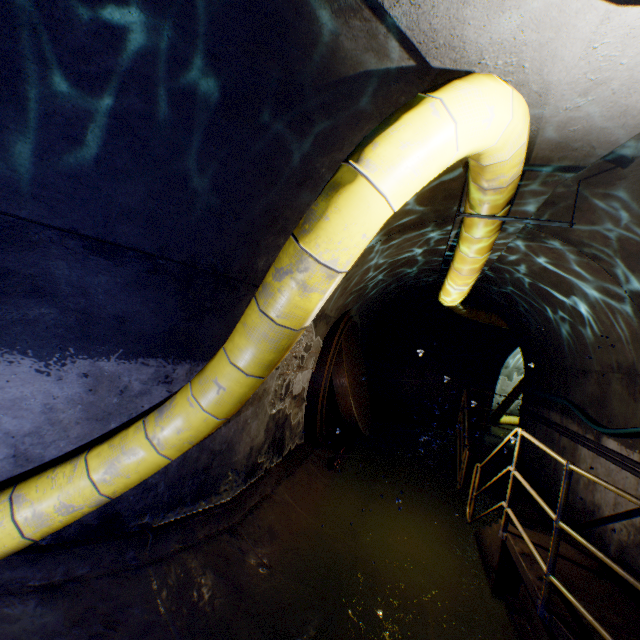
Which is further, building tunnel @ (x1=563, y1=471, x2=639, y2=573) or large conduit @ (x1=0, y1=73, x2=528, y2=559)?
building tunnel @ (x1=563, y1=471, x2=639, y2=573)

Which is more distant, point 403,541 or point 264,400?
point 403,541

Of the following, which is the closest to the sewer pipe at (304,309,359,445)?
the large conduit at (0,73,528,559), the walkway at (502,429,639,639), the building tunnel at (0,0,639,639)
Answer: the building tunnel at (0,0,639,639)

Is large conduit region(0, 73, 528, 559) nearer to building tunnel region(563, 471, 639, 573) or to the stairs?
building tunnel region(563, 471, 639, 573)

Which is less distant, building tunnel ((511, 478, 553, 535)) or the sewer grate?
building tunnel ((511, 478, 553, 535))

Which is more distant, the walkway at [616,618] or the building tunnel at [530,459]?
the building tunnel at [530,459]

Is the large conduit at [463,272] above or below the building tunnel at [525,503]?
above

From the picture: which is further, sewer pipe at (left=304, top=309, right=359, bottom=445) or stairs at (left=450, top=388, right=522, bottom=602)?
sewer pipe at (left=304, top=309, right=359, bottom=445)
